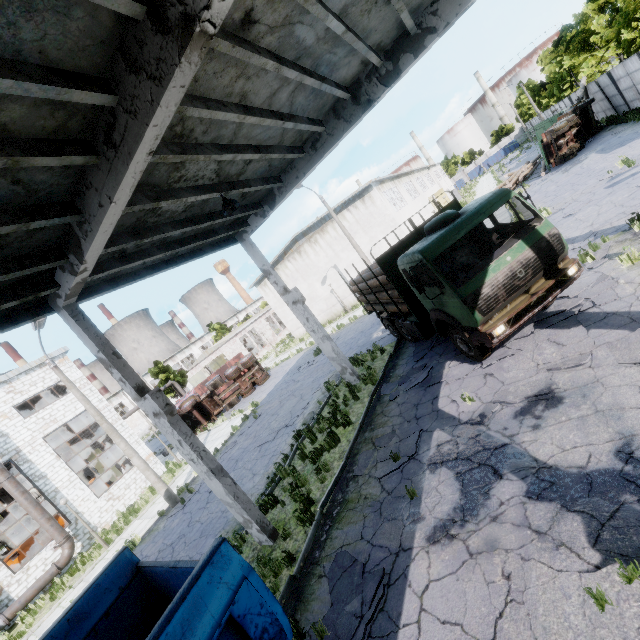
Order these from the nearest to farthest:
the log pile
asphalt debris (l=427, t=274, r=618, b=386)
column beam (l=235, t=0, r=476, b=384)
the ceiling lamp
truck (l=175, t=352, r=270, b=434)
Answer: asphalt debris (l=427, t=274, r=618, b=386), column beam (l=235, t=0, r=476, b=384), the ceiling lamp, truck (l=175, t=352, r=270, b=434), the log pile

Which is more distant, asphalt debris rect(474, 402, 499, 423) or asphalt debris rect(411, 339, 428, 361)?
asphalt debris rect(411, 339, 428, 361)

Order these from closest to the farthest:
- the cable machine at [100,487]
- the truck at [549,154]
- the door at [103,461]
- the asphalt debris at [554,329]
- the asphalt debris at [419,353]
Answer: the asphalt debris at [554,329]
the asphalt debris at [419,353]
the cable machine at [100,487]
the truck at [549,154]
the door at [103,461]

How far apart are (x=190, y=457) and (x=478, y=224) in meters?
9.0

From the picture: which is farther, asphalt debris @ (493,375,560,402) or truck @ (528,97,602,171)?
truck @ (528,97,602,171)

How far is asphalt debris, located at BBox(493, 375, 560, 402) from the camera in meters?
6.5

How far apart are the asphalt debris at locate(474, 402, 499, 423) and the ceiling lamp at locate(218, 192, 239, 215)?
7.6 meters

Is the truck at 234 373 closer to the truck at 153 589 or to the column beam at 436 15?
the column beam at 436 15
